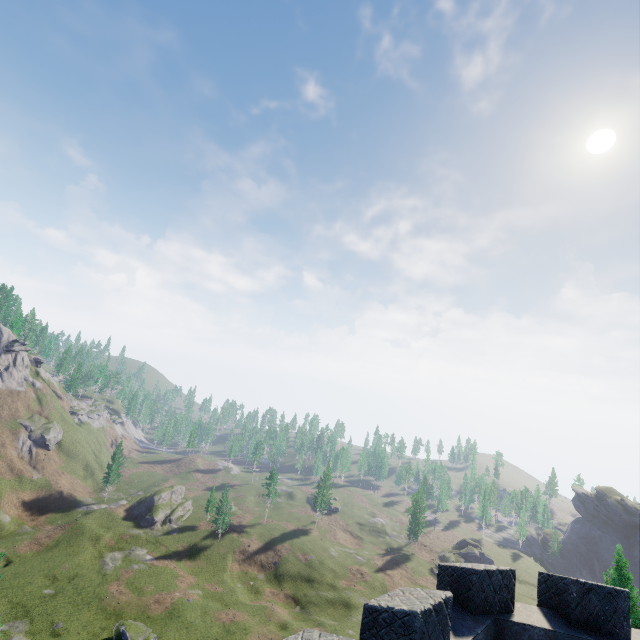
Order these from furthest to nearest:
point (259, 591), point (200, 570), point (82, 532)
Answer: point (82, 532)
point (200, 570)
point (259, 591)
